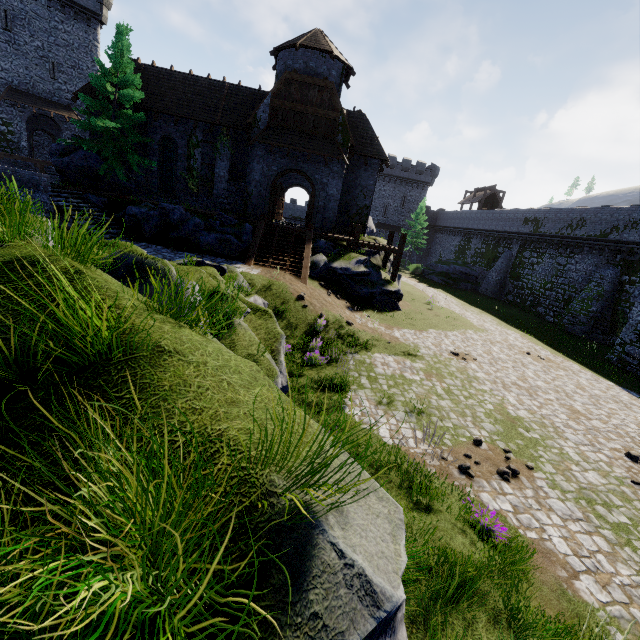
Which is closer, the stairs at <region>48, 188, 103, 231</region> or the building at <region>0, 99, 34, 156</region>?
the stairs at <region>48, 188, 103, 231</region>

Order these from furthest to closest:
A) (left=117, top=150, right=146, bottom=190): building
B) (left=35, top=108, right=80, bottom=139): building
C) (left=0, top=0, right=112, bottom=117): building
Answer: (left=35, top=108, right=80, bottom=139): building, (left=0, top=0, right=112, bottom=117): building, (left=117, top=150, right=146, bottom=190): building

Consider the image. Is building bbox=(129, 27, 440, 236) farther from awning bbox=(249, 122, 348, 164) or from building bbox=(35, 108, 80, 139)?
building bbox=(35, 108, 80, 139)

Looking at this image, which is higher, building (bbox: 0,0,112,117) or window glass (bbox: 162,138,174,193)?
building (bbox: 0,0,112,117)

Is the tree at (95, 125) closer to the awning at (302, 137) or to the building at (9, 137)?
the awning at (302, 137)

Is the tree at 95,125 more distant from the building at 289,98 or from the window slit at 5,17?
the window slit at 5,17

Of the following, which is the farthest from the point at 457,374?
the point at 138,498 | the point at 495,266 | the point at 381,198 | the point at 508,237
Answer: the point at 381,198

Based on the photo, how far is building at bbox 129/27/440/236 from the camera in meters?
20.4 m
